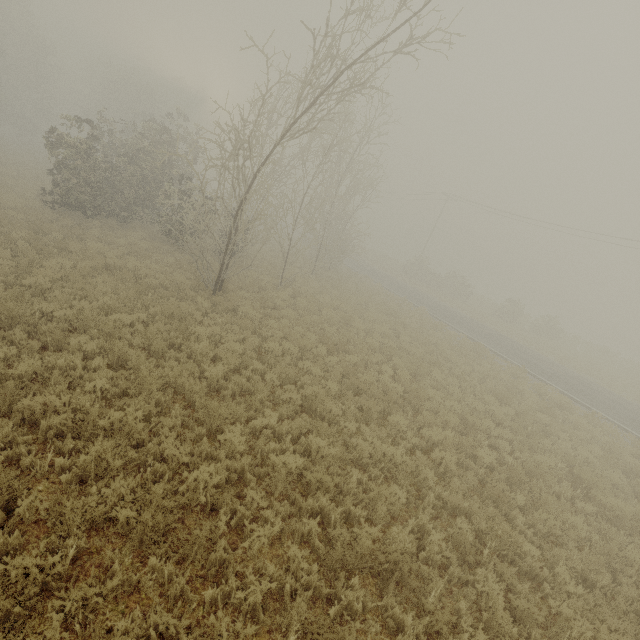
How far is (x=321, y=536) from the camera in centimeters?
530cm
